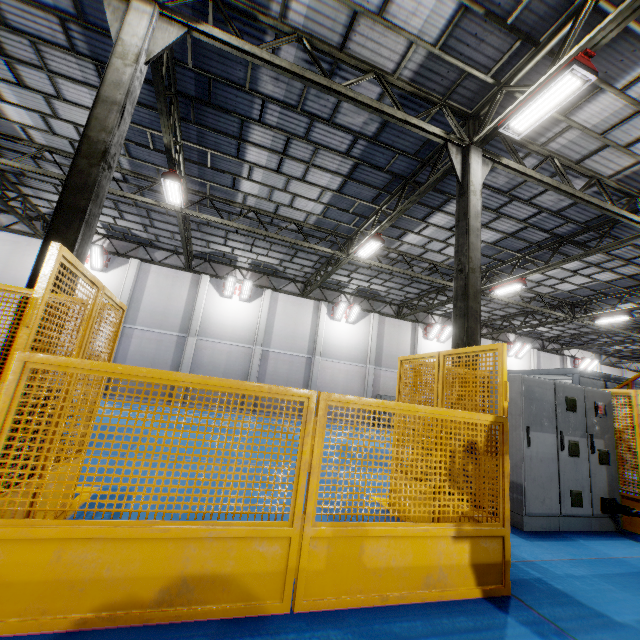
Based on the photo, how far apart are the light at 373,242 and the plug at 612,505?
9.8 meters

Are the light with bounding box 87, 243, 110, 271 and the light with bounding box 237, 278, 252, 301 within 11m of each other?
yes

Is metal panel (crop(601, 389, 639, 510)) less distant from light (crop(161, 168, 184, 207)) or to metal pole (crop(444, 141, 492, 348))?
metal pole (crop(444, 141, 492, 348))

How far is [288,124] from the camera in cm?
953

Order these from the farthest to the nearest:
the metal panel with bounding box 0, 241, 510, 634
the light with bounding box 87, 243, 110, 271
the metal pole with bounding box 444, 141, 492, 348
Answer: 1. the light with bounding box 87, 243, 110, 271
2. the metal pole with bounding box 444, 141, 492, 348
3. the metal panel with bounding box 0, 241, 510, 634

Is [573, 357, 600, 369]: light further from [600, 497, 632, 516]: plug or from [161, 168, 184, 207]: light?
[161, 168, 184, 207]: light

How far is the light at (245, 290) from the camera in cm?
2000

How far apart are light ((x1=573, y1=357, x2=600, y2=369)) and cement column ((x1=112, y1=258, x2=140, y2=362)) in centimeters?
3671cm
